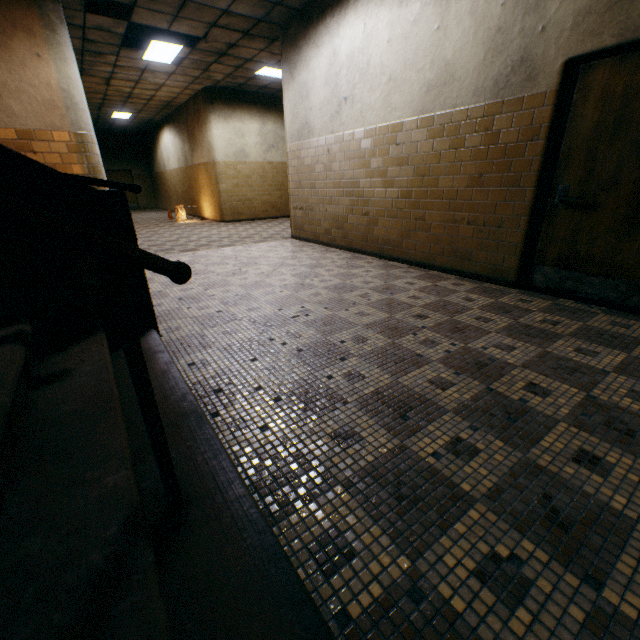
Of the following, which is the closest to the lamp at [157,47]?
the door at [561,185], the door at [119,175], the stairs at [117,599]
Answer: the stairs at [117,599]

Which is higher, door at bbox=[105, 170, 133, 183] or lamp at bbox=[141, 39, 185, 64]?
lamp at bbox=[141, 39, 185, 64]

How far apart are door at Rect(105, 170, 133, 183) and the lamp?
13.6 meters

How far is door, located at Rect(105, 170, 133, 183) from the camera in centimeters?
1850cm

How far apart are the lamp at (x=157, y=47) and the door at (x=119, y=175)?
13.64m

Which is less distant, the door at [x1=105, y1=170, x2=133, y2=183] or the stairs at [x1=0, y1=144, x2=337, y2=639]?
the stairs at [x1=0, y1=144, x2=337, y2=639]

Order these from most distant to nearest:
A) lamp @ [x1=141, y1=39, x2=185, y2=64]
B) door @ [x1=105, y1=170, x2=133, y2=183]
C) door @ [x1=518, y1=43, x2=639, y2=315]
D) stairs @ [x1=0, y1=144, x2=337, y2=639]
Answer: door @ [x1=105, y1=170, x2=133, y2=183] → lamp @ [x1=141, y1=39, x2=185, y2=64] → door @ [x1=518, y1=43, x2=639, y2=315] → stairs @ [x1=0, y1=144, x2=337, y2=639]

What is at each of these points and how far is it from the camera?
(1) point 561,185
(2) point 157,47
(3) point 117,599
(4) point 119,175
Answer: (1) door, 3.2m
(2) lamp, 6.9m
(3) stairs, 0.7m
(4) door, 18.8m
